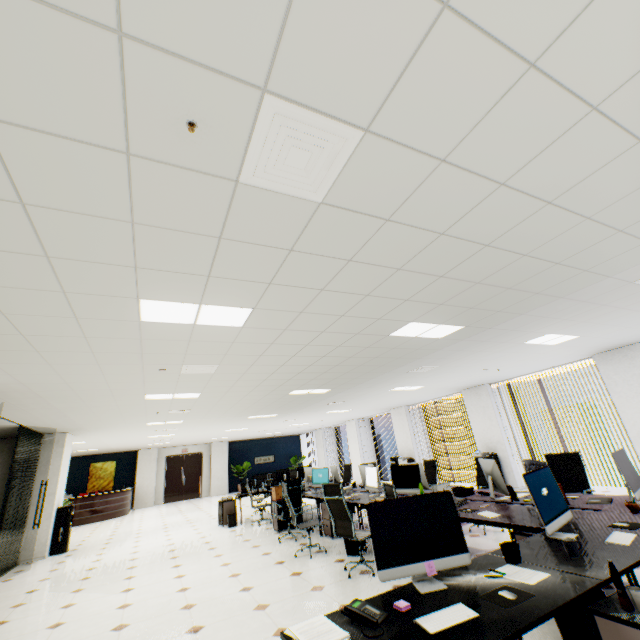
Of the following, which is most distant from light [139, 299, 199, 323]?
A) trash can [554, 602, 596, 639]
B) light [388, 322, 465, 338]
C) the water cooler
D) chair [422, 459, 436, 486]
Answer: the water cooler

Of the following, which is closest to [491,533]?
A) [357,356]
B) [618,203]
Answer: [357,356]

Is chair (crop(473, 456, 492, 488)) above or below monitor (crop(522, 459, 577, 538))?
below

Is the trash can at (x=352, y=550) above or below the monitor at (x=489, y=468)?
below

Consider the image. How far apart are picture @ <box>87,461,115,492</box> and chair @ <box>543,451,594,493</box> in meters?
20.4

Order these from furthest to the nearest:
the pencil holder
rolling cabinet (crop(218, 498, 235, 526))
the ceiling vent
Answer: rolling cabinet (crop(218, 498, 235, 526)) → the pencil holder → the ceiling vent

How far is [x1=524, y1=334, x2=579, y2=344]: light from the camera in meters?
5.5

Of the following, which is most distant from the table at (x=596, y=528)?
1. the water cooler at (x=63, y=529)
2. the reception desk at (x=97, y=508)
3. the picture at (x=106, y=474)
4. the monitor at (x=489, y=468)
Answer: the picture at (x=106, y=474)
